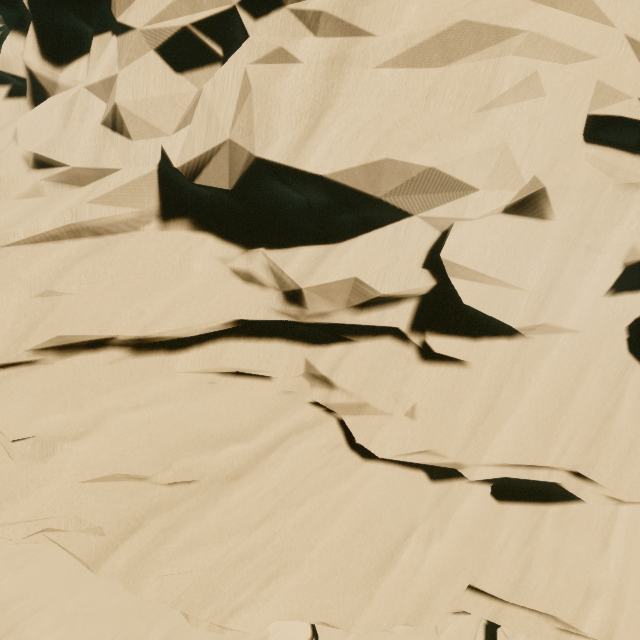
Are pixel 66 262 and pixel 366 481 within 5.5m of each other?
no
